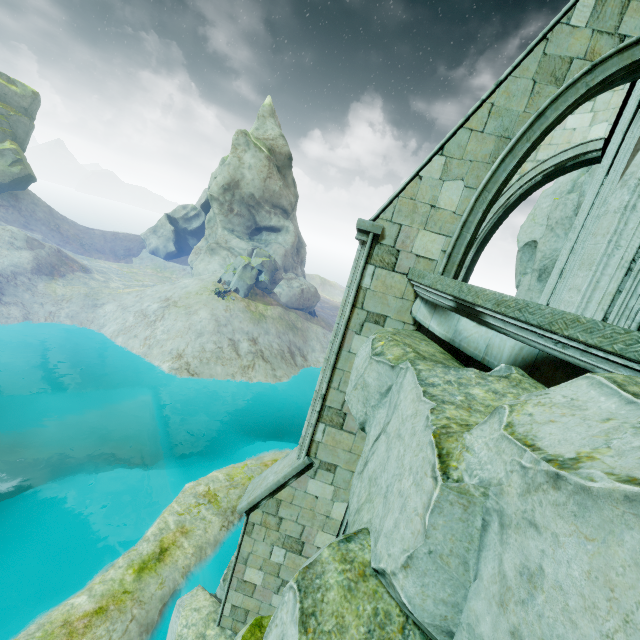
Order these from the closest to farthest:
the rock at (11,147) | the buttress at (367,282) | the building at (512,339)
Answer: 1. the building at (512,339)
2. the buttress at (367,282)
3. the rock at (11,147)

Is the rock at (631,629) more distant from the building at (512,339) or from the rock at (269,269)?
the rock at (269,269)

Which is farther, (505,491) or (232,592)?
(232,592)

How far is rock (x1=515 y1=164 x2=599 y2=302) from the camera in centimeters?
1392cm

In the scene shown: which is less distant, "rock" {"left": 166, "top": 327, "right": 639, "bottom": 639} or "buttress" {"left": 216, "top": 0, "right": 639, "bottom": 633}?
"rock" {"left": 166, "top": 327, "right": 639, "bottom": 639}

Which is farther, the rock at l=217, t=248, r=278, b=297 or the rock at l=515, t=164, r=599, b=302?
the rock at l=217, t=248, r=278, b=297

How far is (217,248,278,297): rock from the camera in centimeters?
Answer: 3881cm

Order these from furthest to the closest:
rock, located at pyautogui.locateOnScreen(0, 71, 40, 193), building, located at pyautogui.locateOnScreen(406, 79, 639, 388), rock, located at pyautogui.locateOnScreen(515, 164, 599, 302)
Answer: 1. rock, located at pyautogui.locateOnScreen(0, 71, 40, 193)
2. rock, located at pyautogui.locateOnScreen(515, 164, 599, 302)
3. building, located at pyautogui.locateOnScreen(406, 79, 639, 388)
